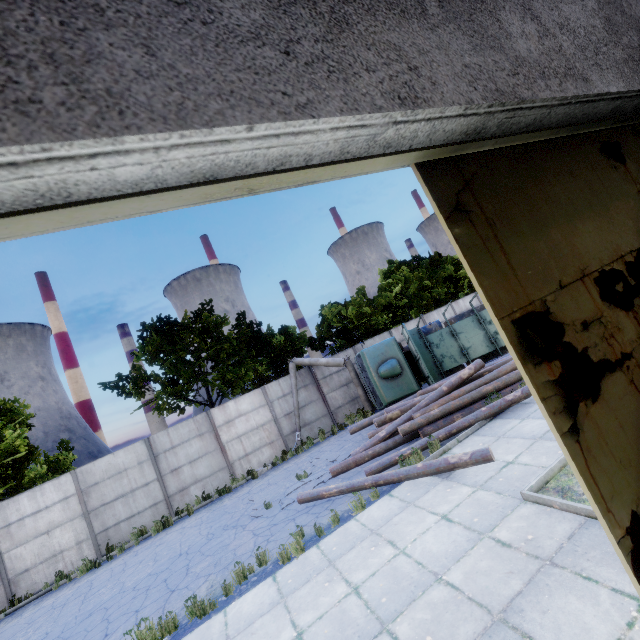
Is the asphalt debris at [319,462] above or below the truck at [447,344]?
below

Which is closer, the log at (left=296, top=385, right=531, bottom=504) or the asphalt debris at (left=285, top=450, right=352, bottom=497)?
the log at (left=296, top=385, right=531, bottom=504)

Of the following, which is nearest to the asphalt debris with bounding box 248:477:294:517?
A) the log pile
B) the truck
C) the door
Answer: the log pile

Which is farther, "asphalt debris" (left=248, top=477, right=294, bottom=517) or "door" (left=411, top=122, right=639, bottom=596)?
"asphalt debris" (left=248, top=477, right=294, bottom=517)

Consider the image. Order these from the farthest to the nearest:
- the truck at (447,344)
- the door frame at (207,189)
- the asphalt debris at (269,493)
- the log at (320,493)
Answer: the truck at (447,344) → the asphalt debris at (269,493) → the log at (320,493) → the door frame at (207,189)

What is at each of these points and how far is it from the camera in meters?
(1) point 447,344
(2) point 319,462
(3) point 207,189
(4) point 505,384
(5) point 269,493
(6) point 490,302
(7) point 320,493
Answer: (1) truck, 16.5 m
(2) asphalt debris, 12.5 m
(3) door frame, 0.9 m
(4) log pile, 10.3 m
(5) asphalt debris, 11.5 m
(6) door, 1.2 m
(7) log, 8.9 m

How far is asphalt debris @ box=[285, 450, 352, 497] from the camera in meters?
10.4

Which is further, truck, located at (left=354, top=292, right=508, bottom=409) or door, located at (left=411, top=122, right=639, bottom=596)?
truck, located at (left=354, top=292, right=508, bottom=409)
